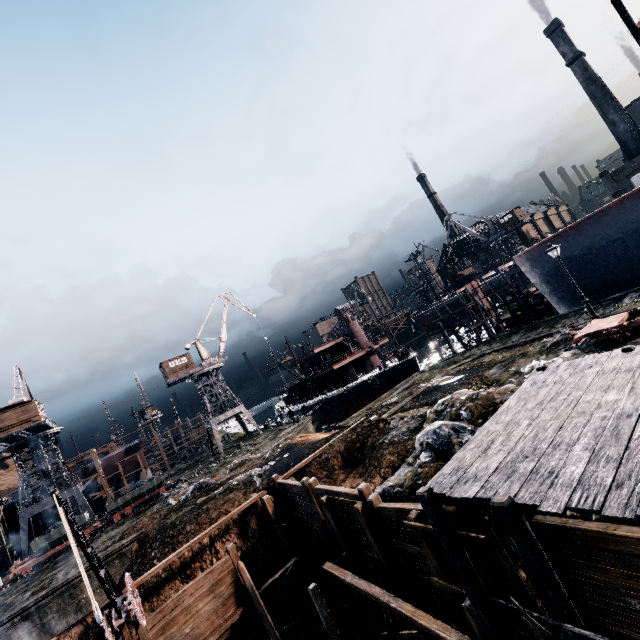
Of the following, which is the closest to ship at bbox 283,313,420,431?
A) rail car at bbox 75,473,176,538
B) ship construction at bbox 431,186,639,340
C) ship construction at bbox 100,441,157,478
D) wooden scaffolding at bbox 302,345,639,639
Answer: ship construction at bbox 431,186,639,340

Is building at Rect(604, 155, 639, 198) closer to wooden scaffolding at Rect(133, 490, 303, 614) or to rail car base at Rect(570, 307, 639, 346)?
wooden scaffolding at Rect(133, 490, 303, 614)

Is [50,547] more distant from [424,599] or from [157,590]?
[424,599]

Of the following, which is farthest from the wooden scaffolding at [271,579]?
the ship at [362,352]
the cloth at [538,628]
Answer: the ship at [362,352]

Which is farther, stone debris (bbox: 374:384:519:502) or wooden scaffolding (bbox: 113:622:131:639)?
wooden scaffolding (bbox: 113:622:131:639)

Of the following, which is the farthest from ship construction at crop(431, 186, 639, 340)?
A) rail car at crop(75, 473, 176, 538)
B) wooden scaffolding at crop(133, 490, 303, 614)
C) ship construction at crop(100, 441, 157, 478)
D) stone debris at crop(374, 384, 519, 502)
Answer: ship construction at crop(100, 441, 157, 478)

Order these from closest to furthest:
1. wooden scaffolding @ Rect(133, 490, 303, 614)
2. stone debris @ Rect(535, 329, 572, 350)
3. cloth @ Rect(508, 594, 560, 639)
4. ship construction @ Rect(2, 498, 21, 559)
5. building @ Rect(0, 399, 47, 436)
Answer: cloth @ Rect(508, 594, 560, 639) < wooden scaffolding @ Rect(133, 490, 303, 614) < stone debris @ Rect(535, 329, 572, 350) < building @ Rect(0, 399, 47, 436) < ship construction @ Rect(2, 498, 21, 559)

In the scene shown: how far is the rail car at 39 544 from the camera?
32.0 meters
